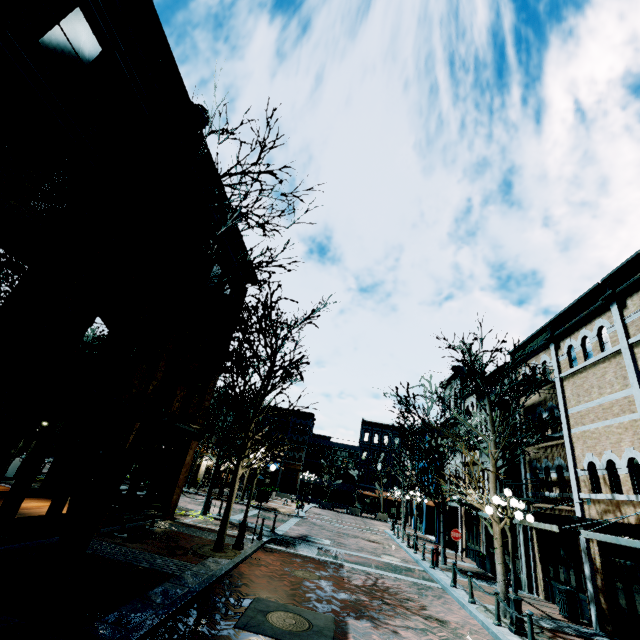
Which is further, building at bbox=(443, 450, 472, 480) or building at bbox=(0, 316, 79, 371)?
building at bbox=(443, 450, 472, 480)

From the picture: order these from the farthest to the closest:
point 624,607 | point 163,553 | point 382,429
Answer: point 382,429 < point 624,607 < point 163,553

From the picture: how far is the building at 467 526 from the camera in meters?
19.8 m

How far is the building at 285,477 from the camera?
47.7m

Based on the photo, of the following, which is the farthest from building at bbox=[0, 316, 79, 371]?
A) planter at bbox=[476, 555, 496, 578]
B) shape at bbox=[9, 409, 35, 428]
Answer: planter at bbox=[476, 555, 496, 578]

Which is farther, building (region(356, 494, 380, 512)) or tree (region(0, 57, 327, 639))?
building (region(356, 494, 380, 512))

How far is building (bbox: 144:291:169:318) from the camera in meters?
11.9 m

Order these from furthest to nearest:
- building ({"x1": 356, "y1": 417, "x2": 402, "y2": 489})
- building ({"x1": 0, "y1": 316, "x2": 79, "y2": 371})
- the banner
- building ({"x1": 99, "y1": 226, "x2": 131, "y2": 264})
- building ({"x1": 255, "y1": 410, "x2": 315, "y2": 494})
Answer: building ({"x1": 356, "y1": 417, "x2": 402, "y2": 489}) < building ({"x1": 255, "y1": 410, "x2": 315, "y2": 494}) < the banner < building ({"x1": 99, "y1": 226, "x2": 131, "y2": 264}) < building ({"x1": 0, "y1": 316, "x2": 79, "y2": 371})
